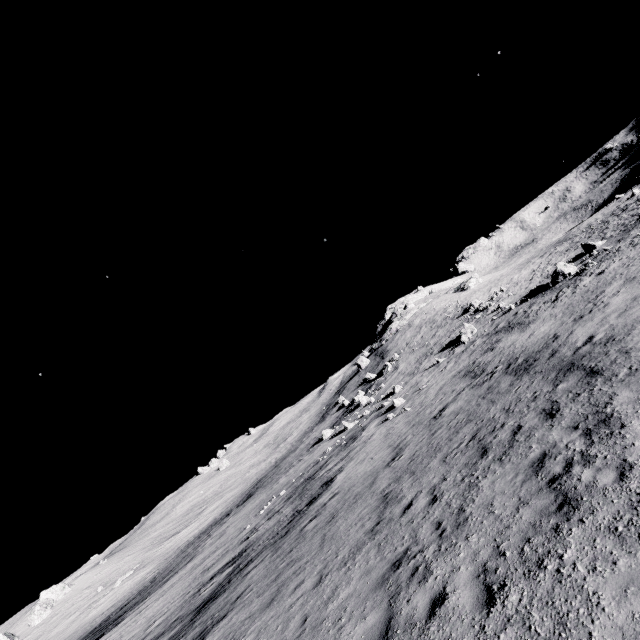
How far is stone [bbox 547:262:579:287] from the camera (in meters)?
28.41

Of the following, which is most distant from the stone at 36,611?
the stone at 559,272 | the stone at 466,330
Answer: the stone at 559,272

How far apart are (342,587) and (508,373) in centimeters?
1197cm

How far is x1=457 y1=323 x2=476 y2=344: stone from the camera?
34.14m

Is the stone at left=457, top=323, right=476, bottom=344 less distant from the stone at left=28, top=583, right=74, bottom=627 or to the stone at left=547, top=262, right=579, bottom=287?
the stone at left=547, top=262, right=579, bottom=287

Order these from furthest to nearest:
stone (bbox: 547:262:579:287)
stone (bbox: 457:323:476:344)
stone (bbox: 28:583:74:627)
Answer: stone (bbox: 28:583:74:627) < stone (bbox: 457:323:476:344) < stone (bbox: 547:262:579:287)

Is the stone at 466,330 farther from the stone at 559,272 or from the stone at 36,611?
the stone at 36,611
